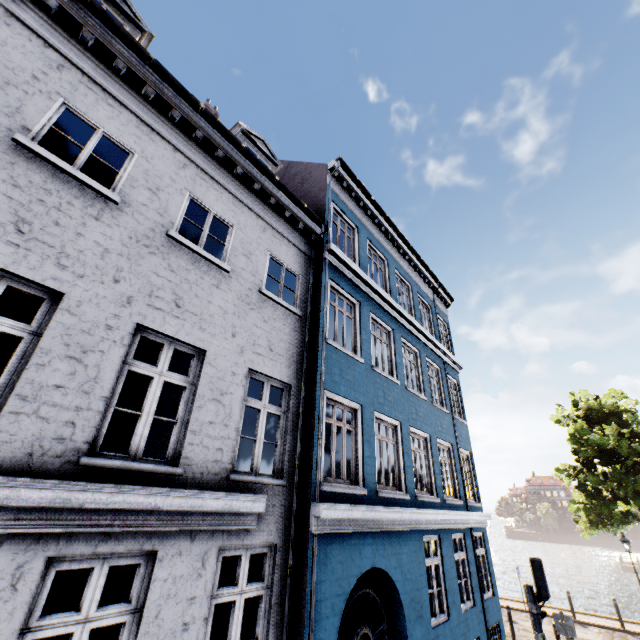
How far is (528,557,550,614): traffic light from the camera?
7.3 meters

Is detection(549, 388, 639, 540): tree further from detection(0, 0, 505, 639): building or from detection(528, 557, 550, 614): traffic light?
detection(528, 557, 550, 614): traffic light

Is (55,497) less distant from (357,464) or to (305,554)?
(305,554)

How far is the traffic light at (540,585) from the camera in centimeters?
734cm

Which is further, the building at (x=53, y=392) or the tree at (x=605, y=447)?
the tree at (x=605, y=447)

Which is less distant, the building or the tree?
the building
